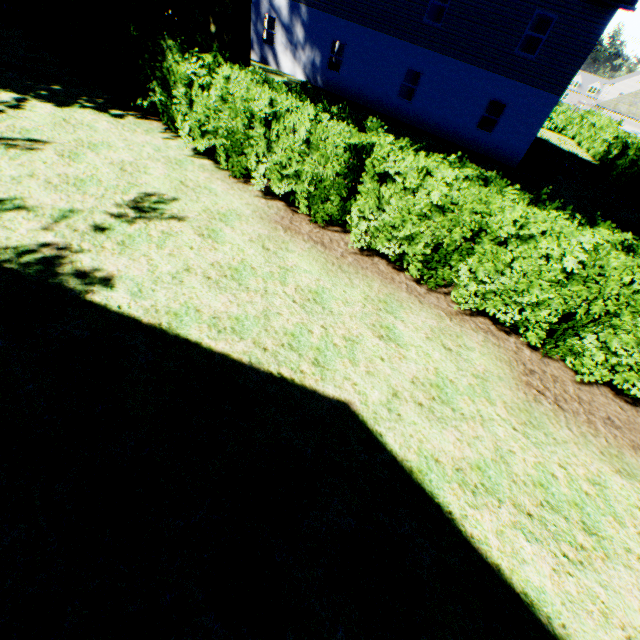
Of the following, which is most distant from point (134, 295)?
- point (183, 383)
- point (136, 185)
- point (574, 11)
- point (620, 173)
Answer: point (620, 173)

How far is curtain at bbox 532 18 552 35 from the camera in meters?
21.4 m

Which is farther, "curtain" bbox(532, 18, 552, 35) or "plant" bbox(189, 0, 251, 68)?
"curtain" bbox(532, 18, 552, 35)

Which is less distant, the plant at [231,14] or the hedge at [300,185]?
the hedge at [300,185]

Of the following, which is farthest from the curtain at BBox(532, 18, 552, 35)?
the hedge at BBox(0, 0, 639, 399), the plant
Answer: the plant

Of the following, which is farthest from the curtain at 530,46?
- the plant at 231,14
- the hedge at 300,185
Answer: the plant at 231,14

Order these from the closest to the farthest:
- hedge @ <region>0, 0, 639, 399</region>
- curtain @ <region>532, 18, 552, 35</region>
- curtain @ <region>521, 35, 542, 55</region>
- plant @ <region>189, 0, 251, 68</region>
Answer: hedge @ <region>0, 0, 639, 399</region> → plant @ <region>189, 0, 251, 68</region> → curtain @ <region>532, 18, 552, 35</region> → curtain @ <region>521, 35, 542, 55</region>
